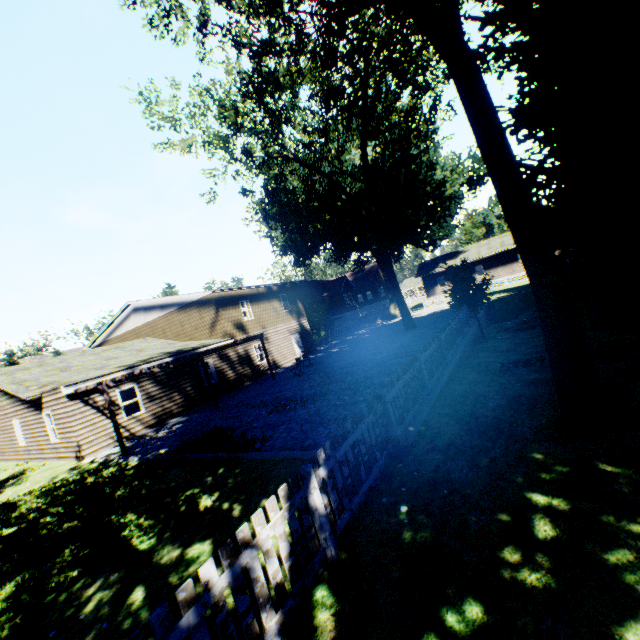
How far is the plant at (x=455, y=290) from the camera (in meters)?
18.59

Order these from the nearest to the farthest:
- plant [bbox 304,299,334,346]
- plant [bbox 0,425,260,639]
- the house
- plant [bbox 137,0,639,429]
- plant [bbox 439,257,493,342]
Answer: plant [bbox 137,0,639,429] < plant [bbox 0,425,260,639] < plant [bbox 439,257,493,342] < plant [bbox 304,299,334,346] < the house

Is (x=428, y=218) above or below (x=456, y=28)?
above

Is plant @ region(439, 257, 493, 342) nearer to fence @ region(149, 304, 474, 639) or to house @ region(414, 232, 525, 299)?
fence @ region(149, 304, 474, 639)

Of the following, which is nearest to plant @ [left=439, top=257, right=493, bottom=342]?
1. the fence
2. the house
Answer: the fence

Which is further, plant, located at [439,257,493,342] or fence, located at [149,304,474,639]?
plant, located at [439,257,493,342]

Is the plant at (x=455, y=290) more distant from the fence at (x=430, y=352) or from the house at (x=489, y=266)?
the house at (x=489, y=266)
